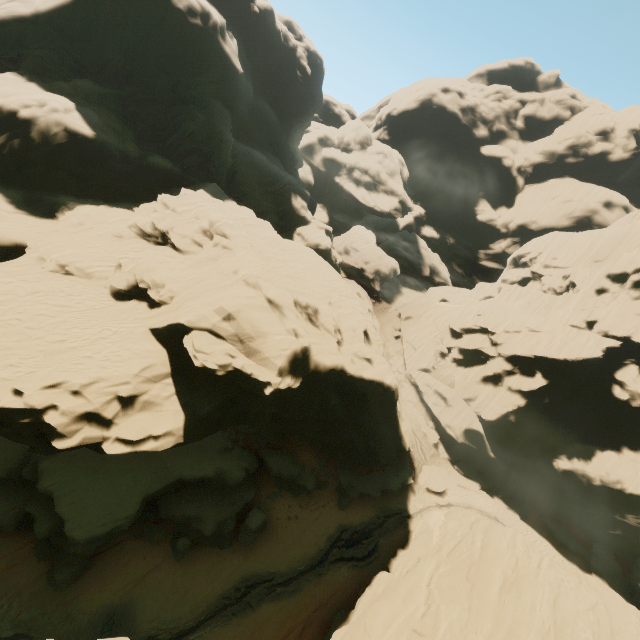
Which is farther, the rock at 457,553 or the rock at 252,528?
the rock at 252,528

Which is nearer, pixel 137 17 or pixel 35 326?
pixel 35 326

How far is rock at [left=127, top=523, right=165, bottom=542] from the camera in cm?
2398

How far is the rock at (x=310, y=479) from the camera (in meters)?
29.23

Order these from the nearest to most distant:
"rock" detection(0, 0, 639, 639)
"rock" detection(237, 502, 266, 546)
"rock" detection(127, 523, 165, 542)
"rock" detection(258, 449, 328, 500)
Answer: "rock" detection(0, 0, 639, 639)
"rock" detection(127, 523, 165, 542)
"rock" detection(237, 502, 266, 546)
"rock" detection(258, 449, 328, 500)

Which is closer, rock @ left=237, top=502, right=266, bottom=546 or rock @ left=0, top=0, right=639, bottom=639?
rock @ left=0, top=0, right=639, bottom=639
